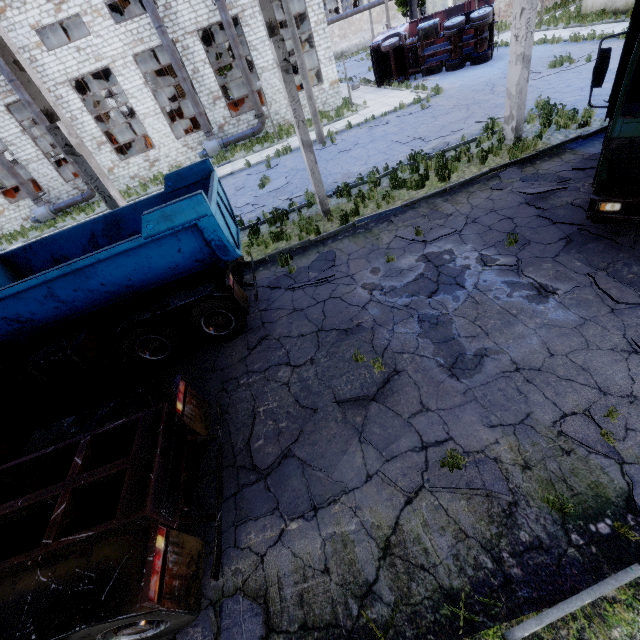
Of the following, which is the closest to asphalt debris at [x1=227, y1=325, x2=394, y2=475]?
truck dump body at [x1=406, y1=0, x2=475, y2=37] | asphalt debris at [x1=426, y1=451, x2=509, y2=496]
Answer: asphalt debris at [x1=426, y1=451, x2=509, y2=496]

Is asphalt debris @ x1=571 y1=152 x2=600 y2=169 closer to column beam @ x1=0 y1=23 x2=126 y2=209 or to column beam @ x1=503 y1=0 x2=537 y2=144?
column beam @ x1=503 y1=0 x2=537 y2=144

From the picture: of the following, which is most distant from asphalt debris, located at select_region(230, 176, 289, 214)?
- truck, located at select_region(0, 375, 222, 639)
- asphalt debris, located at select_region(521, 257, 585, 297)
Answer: truck, located at select_region(0, 375, 222, 639)

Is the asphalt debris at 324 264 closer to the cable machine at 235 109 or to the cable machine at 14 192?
the cable machine at 235 109

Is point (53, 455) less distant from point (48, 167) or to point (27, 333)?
point (27, 333)

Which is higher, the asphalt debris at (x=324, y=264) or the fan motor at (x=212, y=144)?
the fan motor at (x=212, y=144)

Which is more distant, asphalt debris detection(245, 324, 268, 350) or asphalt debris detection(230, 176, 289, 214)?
asphalt debris detection(230, 176, 289, 214)

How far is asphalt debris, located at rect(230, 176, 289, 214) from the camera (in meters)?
13.72
